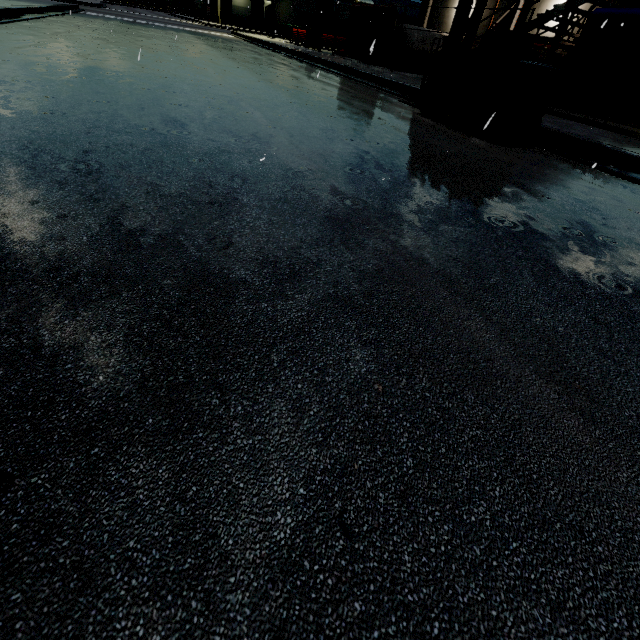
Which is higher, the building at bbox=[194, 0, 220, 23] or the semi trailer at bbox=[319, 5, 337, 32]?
the semi trailer at bbox=[319, 5, 337, 32]

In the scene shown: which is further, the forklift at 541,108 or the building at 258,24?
the building at 258,24

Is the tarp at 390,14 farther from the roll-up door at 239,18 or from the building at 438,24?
the roll-up door at 239,18

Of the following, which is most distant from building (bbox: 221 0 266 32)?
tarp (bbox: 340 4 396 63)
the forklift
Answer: the forklift

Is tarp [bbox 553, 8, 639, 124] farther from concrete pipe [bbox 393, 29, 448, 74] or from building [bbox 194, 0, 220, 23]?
concrete pipe [bbox 393, 29, 448, 74]

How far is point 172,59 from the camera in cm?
887

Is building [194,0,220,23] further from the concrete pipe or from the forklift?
the forklift
